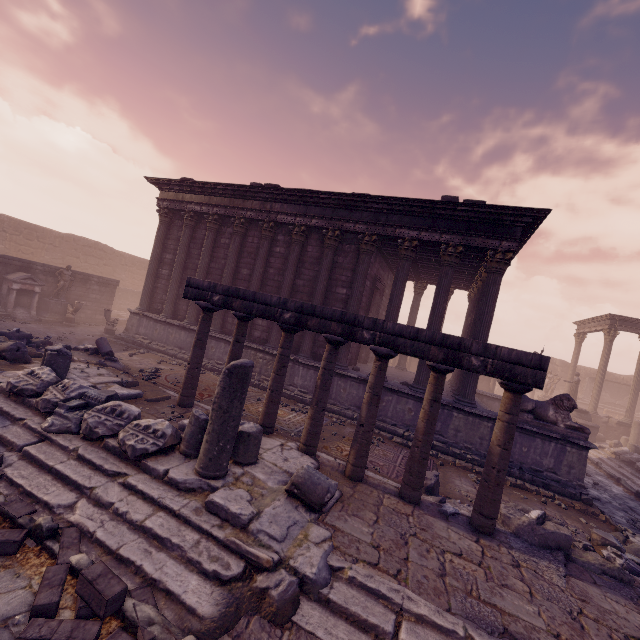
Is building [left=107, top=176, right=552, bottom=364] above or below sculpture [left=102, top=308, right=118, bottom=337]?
above

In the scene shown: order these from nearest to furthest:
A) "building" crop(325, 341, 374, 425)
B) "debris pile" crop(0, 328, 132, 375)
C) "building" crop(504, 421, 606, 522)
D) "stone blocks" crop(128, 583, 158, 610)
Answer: "stone blocks" crop(128, 583, 158, 610) < "building" crop(504, 421, 606, 522) < "debris pile" crop(0, 328, 132, 375) < "building" crop(325, 341, 374, 425)

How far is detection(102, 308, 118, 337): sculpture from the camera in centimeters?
1521cm

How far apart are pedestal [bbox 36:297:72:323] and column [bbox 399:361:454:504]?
17.7 meters

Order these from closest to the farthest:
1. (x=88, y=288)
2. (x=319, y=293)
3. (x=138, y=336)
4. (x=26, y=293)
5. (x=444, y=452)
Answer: (x=444, y=452) < (x=319, y=293) < (x=138, y=336) < (x=26, y=293) < (x=88, y=288)

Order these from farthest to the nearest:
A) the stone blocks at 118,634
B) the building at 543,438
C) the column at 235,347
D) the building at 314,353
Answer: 1. the building at 314,353
2. the building at 543,438
3. the column at 235,347
4. the stone blocks at 118,634

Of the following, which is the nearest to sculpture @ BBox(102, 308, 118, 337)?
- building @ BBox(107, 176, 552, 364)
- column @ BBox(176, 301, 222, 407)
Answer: building @ BBox(107, 176, 552, 364)

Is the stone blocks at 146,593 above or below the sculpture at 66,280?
below
